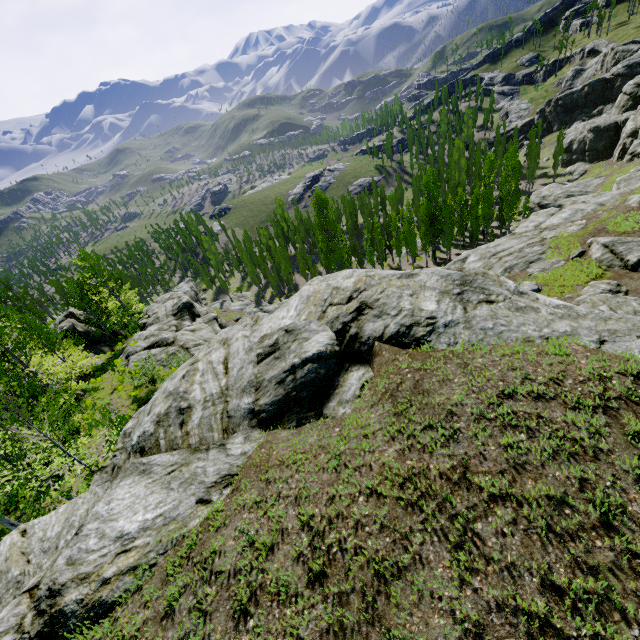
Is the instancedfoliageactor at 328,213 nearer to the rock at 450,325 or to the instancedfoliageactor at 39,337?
the rock at 450,325

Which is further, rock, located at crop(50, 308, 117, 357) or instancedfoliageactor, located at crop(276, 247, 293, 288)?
instancedfoliageactor, located at crop(276, 247, 293, 288)

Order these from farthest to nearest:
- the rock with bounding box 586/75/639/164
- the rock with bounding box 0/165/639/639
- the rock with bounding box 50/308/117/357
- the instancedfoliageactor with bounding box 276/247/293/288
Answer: the instancedfoliageactor with bounding box 276/247/293/288 < the rock with bounding box 586/75/639/164 < the rock with bounding box 50/308/117/357 < the rock with bounding box 0/165/639/639

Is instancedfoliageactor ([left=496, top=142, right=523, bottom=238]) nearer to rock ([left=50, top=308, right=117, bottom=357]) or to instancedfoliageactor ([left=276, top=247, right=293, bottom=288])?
rock ([left=50, top=308, right=117, bottom=357])

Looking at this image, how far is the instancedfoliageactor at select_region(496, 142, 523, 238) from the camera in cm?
3706

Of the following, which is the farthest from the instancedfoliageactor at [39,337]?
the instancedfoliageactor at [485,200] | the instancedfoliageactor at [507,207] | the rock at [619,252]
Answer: the instancedfoliageactor at [507,207]

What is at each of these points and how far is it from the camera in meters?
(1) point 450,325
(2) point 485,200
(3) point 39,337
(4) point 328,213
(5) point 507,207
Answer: (1) rock, 6.9 m
(2) instancedfoliageactor, 40.2 m
(3) instancedfoliageactor, 24.5 m
(4) instancedfoliageactor, 48.1 m
(5) instancedfoliageactor, 39.9 m

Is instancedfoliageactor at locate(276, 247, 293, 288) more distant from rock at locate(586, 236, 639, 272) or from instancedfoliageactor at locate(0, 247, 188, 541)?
rock at locate(586, 236, 639, 272)
